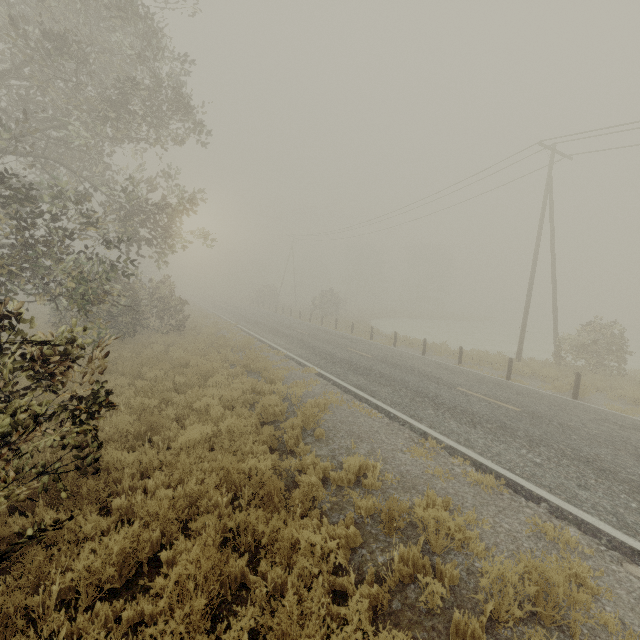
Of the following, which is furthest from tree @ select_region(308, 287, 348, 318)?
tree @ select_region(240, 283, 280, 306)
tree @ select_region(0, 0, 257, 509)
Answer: tree @ select_region(0, 0, 257, 509)

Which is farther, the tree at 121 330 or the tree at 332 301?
the tree at 332 301

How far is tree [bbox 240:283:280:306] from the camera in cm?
5059

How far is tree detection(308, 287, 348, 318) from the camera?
37.5 meters

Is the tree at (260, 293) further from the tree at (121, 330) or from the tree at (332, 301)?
the tree at (121, 330)

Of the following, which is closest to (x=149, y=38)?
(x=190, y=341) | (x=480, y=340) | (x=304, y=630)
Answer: (x=190, y=341)

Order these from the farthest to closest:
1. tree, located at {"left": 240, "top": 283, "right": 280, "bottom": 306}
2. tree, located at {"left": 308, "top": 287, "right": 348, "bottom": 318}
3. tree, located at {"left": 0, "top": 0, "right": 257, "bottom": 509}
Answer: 1. tree, located at {"left": 240, "top": 283, "right": 280, "bottom": 306}
2. tree, located at {"left": 308, "top": 287, "right": 348, "bottom": 318}
3. tree, located at {"left": 0, "top": 0, "right": 257, "bottom": 509}

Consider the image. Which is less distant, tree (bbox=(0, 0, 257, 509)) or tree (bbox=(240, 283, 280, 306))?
tree (bbox=(0, 0, 257, 509))
